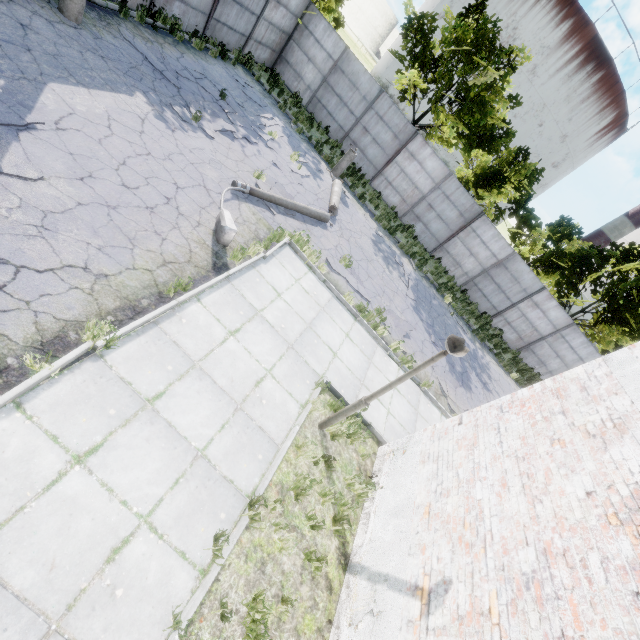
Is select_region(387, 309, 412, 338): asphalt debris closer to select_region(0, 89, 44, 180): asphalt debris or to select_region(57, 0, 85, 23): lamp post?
select_region(0, 89, 44, 180): asphalt debris

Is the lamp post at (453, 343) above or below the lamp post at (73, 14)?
above

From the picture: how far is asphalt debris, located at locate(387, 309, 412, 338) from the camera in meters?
11.1 m

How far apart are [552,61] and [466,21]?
62.78m

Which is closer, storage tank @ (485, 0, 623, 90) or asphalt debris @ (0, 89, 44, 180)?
asphalt debris @ (0, 89, 44, 180)

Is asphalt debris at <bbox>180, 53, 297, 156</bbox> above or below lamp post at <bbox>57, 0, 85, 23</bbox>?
below

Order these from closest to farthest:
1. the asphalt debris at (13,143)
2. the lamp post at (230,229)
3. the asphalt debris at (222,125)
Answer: the asphalt debris at (13,143) < the lamp post at (230,229) < the asphalt debris at (222,125)

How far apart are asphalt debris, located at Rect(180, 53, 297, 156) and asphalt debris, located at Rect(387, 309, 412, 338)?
7.5m
